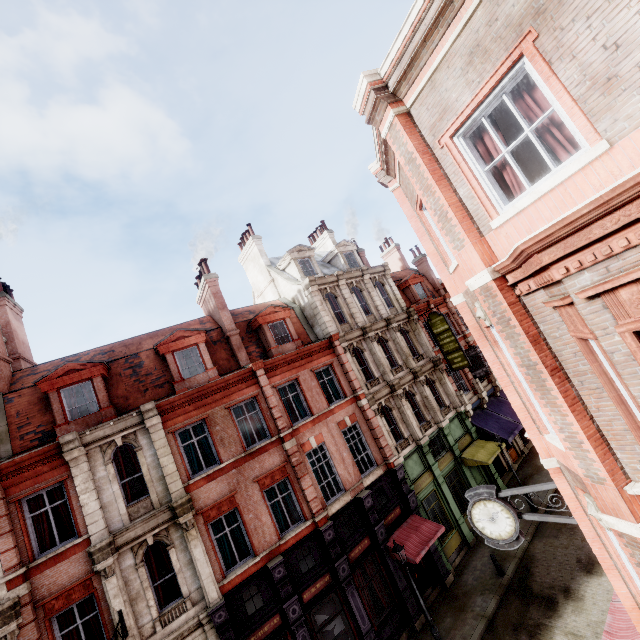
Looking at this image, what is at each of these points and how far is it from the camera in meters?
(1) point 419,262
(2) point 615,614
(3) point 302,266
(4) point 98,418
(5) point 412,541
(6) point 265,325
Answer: (1) chimney, 31.1 m
(2) awning, 8.7 m
(3) roof window, 22.8 m
(4) roof window, 13.7 m
(5) awning, 15.4 m
(6) roof window, 18.4 m

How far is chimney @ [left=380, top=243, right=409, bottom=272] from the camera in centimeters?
3266cm

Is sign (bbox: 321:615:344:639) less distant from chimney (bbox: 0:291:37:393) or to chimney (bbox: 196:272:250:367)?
chimney (bbox: 196:272:250:367)

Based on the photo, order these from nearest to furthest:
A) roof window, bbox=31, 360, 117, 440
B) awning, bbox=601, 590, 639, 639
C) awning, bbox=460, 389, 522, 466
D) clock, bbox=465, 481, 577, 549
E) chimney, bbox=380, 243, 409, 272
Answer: clock, bbox=465, 481, 577, 549 < awning, bbox=601, 590, 639, 639 < roof window, bbox=31, 360, 117, 440 < awning, bbox=460, 389, 522, 466 < chimney, bbox=380, 243, 409, 272

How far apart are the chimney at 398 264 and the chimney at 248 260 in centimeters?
1466cm

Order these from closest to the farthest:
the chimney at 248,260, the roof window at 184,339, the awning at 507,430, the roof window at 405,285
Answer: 1. the roof window at 184,339
2. the awning at 507,430
3. the chimney at 248,260
4. the roof window at 405,285

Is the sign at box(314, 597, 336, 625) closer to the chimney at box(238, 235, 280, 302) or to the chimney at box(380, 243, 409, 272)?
the chimney at box(238, 235, 280, 302)

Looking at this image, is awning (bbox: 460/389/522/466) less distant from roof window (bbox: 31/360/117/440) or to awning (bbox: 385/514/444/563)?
awning (bbox: 385/514/444/563)
